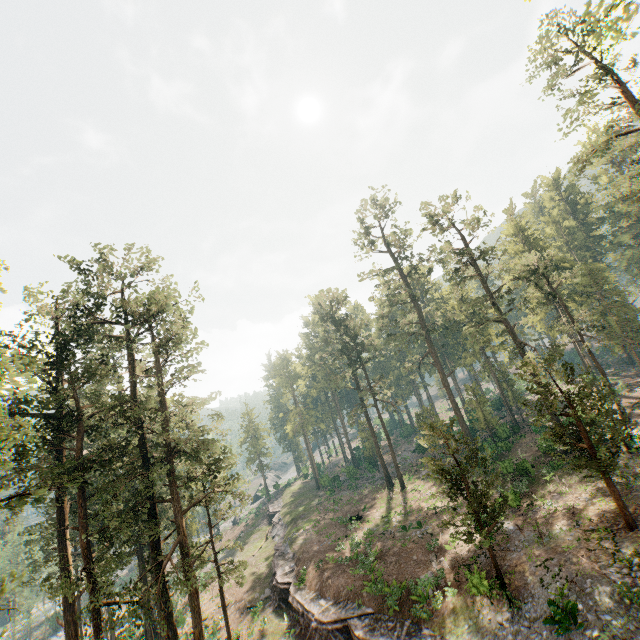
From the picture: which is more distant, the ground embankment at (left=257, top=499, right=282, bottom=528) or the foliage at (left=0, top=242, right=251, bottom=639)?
the ground embankment at (left=257, top=499, right=282, bottom=528)

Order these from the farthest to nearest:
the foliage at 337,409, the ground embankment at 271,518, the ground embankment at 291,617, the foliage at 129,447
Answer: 1. the foliage at 337,409
2. the ground embankment at 271,518
3. the ground embankment at 291,617
4. the foliage at 129,447

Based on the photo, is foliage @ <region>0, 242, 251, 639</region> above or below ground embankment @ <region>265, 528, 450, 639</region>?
above

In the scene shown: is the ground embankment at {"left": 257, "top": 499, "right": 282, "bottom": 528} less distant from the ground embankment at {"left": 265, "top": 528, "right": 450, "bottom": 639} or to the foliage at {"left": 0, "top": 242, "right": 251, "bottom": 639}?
the foliage at {"left": 0, "top": 242, "right": 251, "bottom": 639}

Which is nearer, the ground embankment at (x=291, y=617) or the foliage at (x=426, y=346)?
the foliage at (x=426, y=346)

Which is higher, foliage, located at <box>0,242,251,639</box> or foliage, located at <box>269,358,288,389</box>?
foliage, located at <box>269,358,288,389</box>

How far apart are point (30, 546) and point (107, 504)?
25.4 meters
